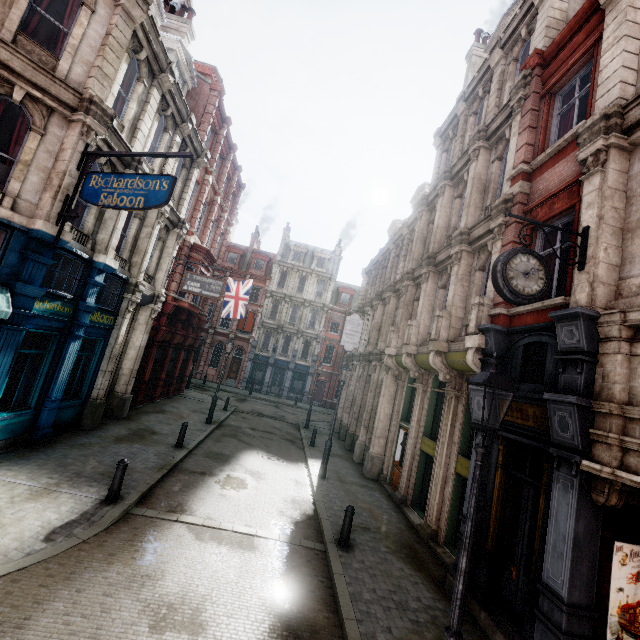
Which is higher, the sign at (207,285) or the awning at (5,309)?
the sign at (207,285)

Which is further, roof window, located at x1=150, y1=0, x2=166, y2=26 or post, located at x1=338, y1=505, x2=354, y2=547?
roof window, located at x1=150, y1=0, x2=166, y2=26

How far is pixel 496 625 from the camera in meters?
6.2

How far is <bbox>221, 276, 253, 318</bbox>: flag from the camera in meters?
23.4

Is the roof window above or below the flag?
above

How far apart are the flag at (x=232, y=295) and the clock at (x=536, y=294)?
19.3 meters

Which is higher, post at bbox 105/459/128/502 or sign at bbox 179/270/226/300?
sign at bbox 179/270/226/300

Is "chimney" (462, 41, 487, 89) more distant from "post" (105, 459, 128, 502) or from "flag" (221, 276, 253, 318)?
"post" (105, 459, 128, 502)
